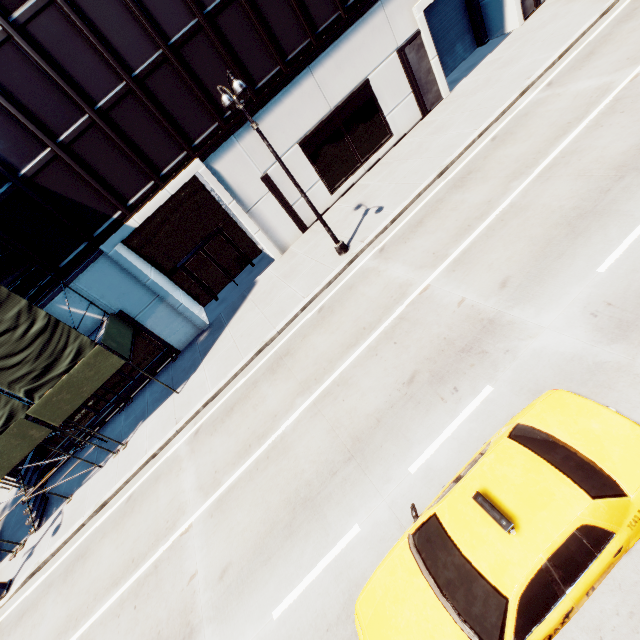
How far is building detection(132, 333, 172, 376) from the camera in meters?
16.9

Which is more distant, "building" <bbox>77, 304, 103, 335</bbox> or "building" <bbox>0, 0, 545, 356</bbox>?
"building" <bbox>77, 304, 103, 335</bbox>

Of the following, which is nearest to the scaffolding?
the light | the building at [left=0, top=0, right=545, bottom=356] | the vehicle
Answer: the building at [left=0, top=0, right=545, bottom=356]

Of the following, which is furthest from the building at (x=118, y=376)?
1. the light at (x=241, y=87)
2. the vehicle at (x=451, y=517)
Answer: the vehicle at (x=451, y=517)

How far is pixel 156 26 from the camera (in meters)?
12.78

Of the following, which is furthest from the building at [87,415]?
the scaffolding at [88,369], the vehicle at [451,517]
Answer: the vehicle at [451,517]
